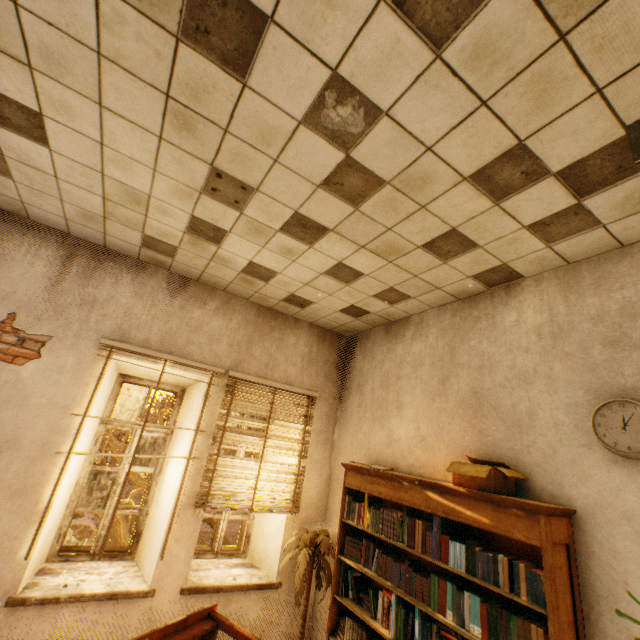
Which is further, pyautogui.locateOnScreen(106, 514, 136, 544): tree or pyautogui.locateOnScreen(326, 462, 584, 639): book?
pyautogui.locateOnScreen(106, 514, 136, 544): tree

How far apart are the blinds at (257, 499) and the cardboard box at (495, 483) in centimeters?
210cm

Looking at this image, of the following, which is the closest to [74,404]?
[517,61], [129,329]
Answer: [129,329]

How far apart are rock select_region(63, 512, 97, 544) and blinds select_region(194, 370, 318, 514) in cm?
2372

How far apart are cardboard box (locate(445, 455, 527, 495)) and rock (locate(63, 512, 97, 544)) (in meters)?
26.08

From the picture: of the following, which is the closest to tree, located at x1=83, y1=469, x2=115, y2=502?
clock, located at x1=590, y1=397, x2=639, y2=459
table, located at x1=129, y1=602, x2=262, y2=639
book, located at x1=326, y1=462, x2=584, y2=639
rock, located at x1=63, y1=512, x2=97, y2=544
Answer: rock, located at x1=63, y1=512, x2=97, y2=544

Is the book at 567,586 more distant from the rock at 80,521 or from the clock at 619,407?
the rock at 80,521

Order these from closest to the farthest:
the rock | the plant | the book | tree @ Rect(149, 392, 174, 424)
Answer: the book
the plant
tree @ Rect(149, 392, 174, 424)
the rock
